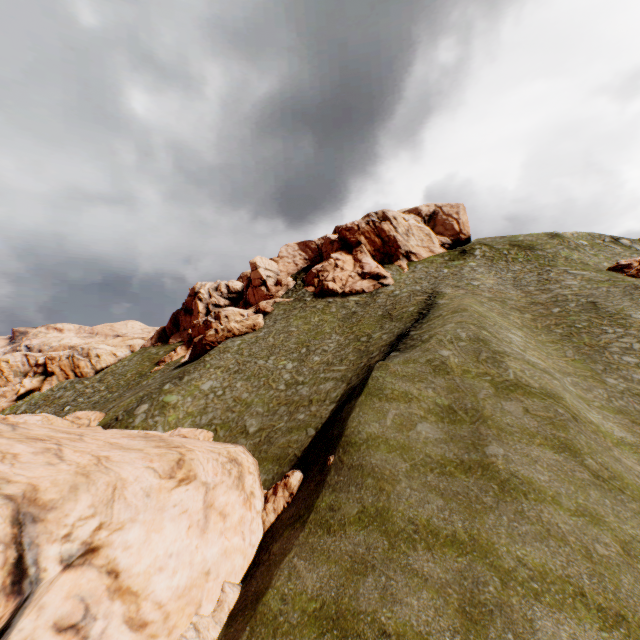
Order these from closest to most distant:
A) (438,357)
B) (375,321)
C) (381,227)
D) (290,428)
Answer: (438,357)
(290,428)
(375,321)
(381,227)

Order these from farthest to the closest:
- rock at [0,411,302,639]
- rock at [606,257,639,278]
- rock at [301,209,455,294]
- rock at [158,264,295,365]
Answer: rock at [301,209,455,294] < rock at [158,264,295,365] < rock at [606,257,639,278] < rock at [0,411,302,639]

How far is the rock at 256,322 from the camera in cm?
4372

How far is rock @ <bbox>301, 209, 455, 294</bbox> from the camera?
50.7m

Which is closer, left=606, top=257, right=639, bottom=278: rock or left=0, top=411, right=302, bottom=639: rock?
left=0, top=411, right=302, bottom=639: rock

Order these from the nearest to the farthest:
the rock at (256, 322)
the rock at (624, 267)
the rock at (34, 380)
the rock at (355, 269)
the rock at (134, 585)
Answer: the rock at (134, 585) → the rock at (624, 267) → the rock at (256, 322) → the rock at (355, 269) → the rock at (34, 380)
